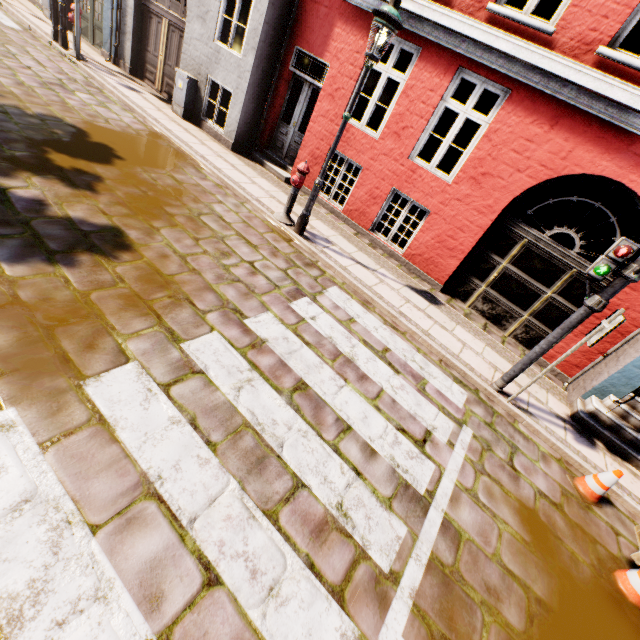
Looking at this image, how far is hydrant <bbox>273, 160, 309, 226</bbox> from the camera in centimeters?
614cm

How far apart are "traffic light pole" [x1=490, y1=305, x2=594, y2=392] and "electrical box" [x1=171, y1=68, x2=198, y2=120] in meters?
10.5

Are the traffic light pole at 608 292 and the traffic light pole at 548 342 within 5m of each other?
yes

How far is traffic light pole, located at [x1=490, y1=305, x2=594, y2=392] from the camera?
4.3 meters

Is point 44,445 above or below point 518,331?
below

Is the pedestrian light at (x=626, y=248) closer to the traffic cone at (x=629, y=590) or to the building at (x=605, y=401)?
the building at (x=605, y=401)

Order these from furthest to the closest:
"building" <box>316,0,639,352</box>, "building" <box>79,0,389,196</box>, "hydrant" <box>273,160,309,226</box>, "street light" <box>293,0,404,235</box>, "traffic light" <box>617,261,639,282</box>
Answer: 1. "building" <box>79,0,389,196</box>
2. "hydrant" <box>273,160,309,226</box>
3. "building" <box>316,0,639,352</box>
4. "street light" <box>293,0,404,235</box>
5. "traffic light" <box>617,261,639,282</box>

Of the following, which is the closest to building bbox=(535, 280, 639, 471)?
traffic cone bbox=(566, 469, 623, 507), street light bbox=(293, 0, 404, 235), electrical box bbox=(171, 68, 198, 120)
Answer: electrical box bbox=(171, 68, 198, 120)
